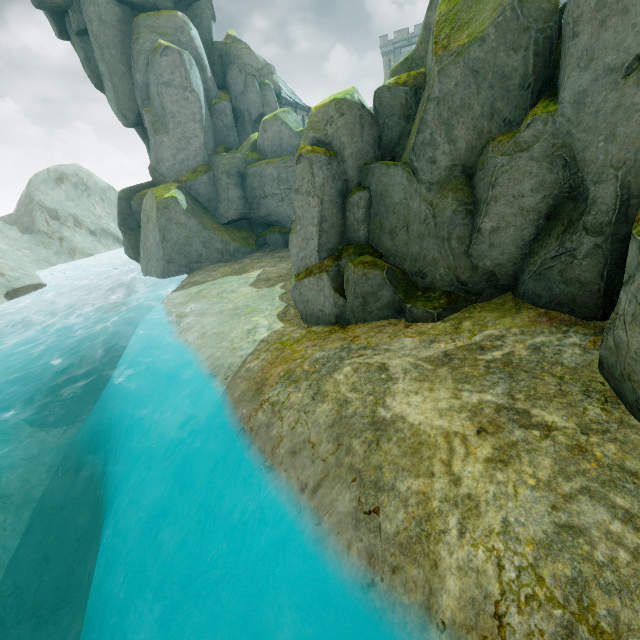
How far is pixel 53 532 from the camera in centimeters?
1173cm

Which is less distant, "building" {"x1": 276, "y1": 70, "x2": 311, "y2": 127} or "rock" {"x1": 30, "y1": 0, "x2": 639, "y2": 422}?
"rock" {"x1": 30, "y1": 0, "x2": 639, "y2": 422}

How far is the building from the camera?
37.0 meters

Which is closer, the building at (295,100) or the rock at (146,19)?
the rock at (146,19)

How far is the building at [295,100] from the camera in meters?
37.0 m
